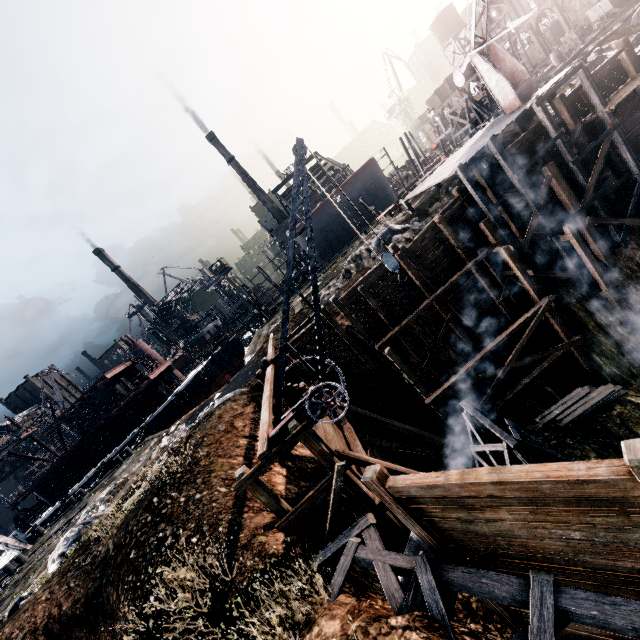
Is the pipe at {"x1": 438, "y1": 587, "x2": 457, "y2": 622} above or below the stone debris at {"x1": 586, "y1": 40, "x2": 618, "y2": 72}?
below

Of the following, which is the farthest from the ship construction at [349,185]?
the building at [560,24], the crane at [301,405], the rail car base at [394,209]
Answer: the building at [560,24]

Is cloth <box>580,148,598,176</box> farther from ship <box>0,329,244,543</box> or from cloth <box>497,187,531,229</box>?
ship <box>0,329,244,543</box>

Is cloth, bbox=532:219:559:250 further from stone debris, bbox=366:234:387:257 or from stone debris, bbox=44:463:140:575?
stone debris, bbox=44:463:140:575

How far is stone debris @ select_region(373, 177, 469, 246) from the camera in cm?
2086

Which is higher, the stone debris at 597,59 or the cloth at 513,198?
the stone debris at 597,59

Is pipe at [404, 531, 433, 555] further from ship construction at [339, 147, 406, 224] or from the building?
the building

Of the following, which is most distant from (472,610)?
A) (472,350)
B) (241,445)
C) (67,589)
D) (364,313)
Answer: (67,589)
